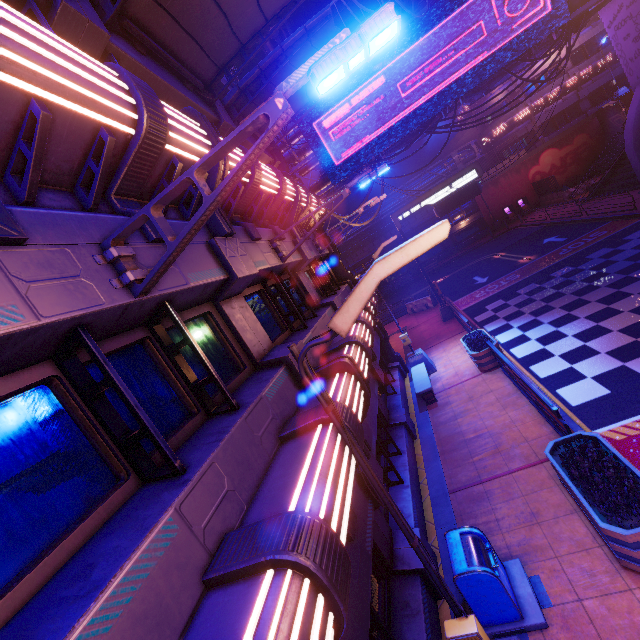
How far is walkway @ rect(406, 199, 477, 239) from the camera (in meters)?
39.28

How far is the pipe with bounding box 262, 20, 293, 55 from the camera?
24.4 meters

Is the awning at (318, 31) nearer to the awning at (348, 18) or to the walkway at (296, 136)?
the awning at (348, 18)

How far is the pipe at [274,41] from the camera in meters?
24.4

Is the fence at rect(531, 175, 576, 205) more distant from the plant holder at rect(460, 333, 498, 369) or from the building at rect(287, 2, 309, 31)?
the plant holder at rect(460, 333, 498, 369)

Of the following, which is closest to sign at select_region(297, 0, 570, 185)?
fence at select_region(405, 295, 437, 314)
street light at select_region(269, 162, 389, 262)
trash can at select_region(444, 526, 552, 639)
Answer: fence at select_region(405, 295, 437, 314)

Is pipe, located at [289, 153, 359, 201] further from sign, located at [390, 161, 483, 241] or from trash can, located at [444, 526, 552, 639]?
trash can, located at [444, 526, 552, 639]

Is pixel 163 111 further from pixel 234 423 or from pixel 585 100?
pixel 585 100
